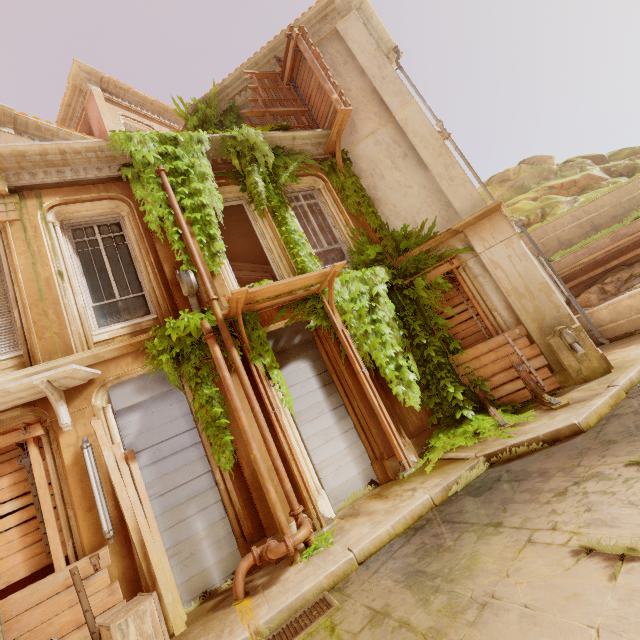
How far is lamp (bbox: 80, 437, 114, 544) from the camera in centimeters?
484cm

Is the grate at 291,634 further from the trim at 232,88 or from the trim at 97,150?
the trim at 232,88

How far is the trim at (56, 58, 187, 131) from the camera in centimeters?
1205cm

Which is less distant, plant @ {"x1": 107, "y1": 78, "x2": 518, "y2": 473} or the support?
the support

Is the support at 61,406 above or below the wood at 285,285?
below

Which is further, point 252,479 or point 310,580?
point 252,479

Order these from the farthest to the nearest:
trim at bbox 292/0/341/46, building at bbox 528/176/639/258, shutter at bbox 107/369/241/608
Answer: building at bbox 528/176/639/258
trim at bbox 292/0/341/46
shutter at bbox 107/369/241/608

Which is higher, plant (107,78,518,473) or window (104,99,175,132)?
window (104,99,175,132)
